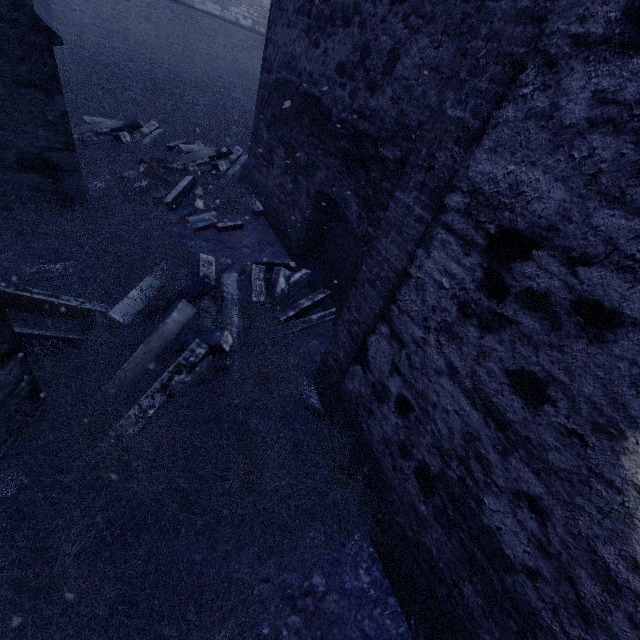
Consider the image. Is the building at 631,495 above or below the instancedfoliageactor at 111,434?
above

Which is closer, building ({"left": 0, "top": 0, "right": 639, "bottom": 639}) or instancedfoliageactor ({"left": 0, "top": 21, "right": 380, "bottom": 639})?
building ({"left": 0, "top": 0, "right": 639, "bottom": 639})

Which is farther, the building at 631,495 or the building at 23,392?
the building at 23,392

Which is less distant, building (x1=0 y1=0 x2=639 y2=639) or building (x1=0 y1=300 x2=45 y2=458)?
building (x1=0 y1=0 x2=639 y2=639)

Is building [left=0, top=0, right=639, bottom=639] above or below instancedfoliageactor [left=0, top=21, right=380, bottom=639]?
above

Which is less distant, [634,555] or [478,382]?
[634,555]
